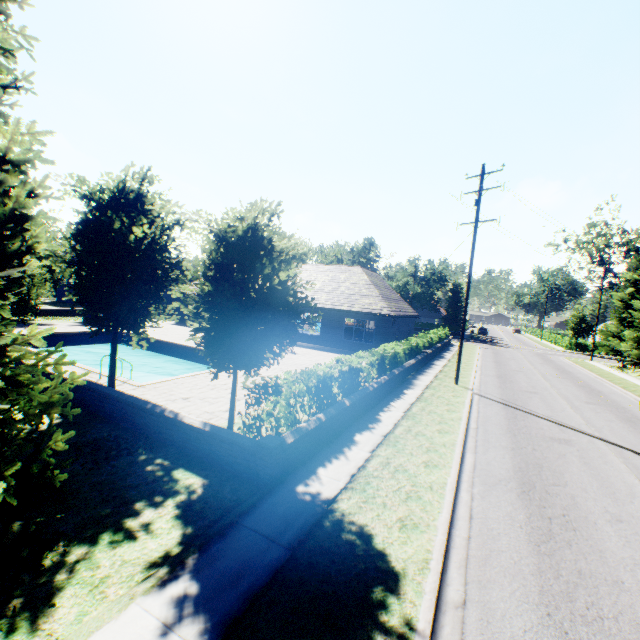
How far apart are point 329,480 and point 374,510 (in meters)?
1.24

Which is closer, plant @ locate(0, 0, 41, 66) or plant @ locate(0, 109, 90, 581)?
plant @ locate(0, 109, 90, 581)

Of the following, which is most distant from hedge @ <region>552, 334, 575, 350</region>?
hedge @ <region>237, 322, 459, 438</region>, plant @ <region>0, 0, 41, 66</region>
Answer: plant @ <region>0, 0, 41, 66</region>

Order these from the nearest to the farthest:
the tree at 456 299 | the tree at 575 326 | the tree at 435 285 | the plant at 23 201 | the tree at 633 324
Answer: the plant at 23 201 → the tree at 633 324 → the tree at 575 326 → the tree at 435 285 → the tree at 456 299

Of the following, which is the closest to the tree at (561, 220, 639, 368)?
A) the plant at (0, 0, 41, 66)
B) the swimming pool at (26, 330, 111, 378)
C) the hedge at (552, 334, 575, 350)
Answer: the swimming pool at (26, 330, 111, 378)

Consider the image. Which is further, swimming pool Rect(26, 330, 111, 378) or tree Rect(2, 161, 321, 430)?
swimming pool Rect(26, 330, 111, 378)

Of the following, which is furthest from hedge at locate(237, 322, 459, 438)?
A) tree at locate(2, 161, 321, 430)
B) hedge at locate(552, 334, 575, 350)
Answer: hedge at locate(552, 334, 575, 350)

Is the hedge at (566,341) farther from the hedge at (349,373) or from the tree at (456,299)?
the hedge at (349,373)
